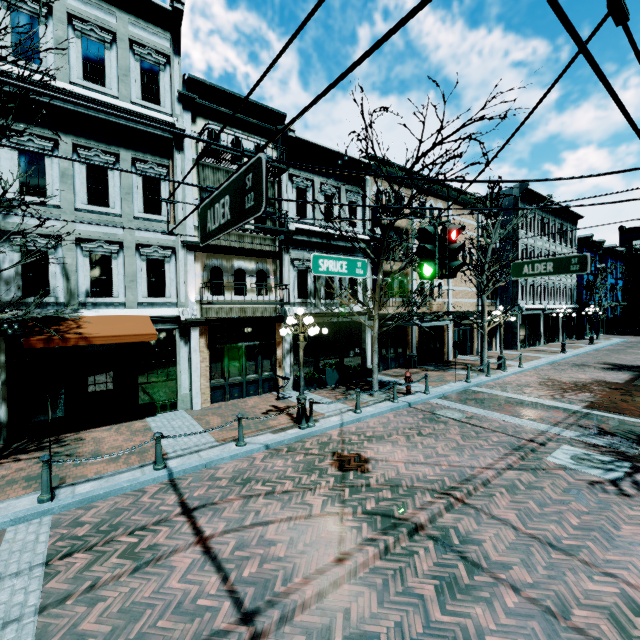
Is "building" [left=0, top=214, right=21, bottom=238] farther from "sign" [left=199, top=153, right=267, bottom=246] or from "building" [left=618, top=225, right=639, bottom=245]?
"building" [left=618, top=225, right=639, bottom=245]

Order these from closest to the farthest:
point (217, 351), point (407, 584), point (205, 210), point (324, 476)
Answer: point (205, 210)
point (407, 584)
point (324, 476)
point (217, 351)

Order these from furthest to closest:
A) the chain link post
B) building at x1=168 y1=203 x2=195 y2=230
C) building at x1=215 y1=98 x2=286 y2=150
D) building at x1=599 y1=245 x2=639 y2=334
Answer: building at x1=599 y1=245 x2=639 y2=334
building at x1=215 y1=98 x2=286 y2=150
building at x1=168 y1=203 x2=195 y2=230
the chain link post

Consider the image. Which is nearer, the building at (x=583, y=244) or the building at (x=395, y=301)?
the building at (x=395, y=301)

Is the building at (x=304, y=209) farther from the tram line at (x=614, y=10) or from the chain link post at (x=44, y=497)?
the tram line at (x=614, y=10)

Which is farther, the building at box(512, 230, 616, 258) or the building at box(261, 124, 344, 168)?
the building at box(512, 230, 616, 258)

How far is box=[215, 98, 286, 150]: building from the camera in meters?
12.7 m

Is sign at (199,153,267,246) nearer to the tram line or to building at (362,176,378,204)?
the tram line
